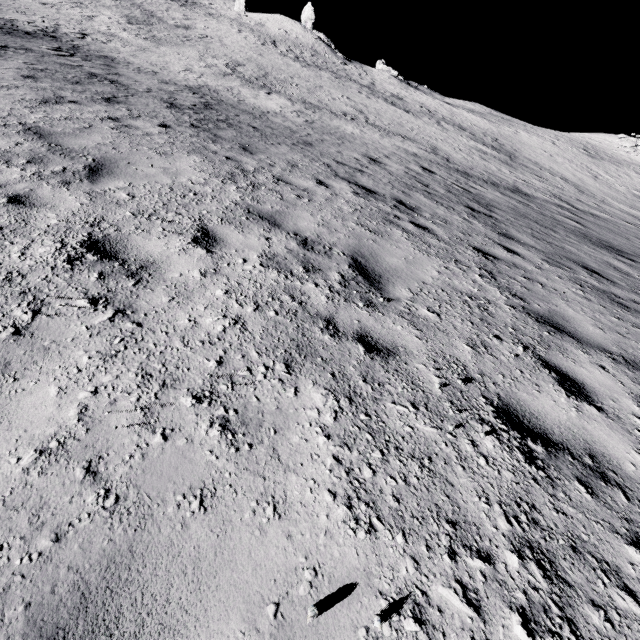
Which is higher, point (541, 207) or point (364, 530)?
point (541, 207)
